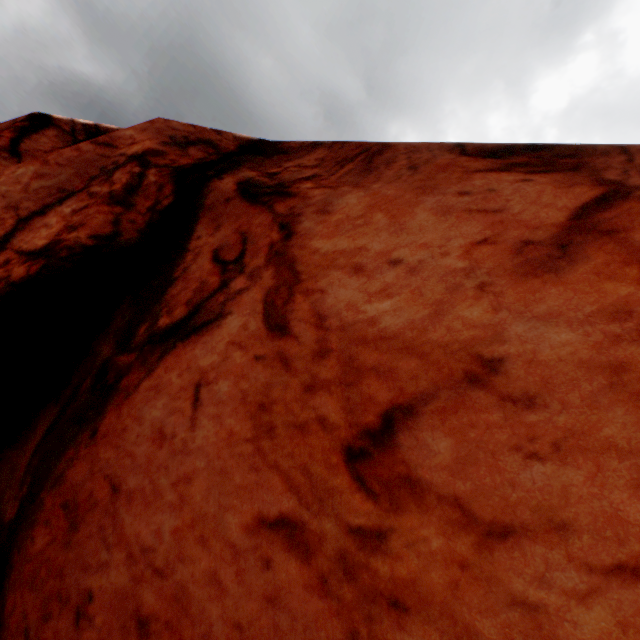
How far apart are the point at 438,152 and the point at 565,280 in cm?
241
